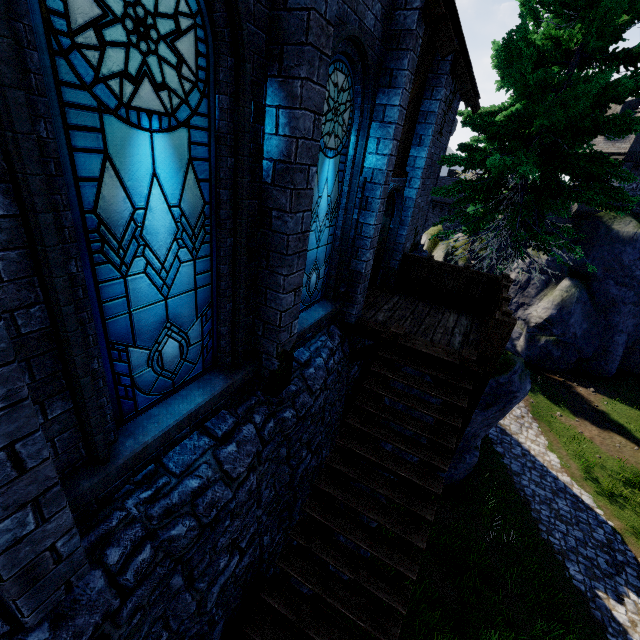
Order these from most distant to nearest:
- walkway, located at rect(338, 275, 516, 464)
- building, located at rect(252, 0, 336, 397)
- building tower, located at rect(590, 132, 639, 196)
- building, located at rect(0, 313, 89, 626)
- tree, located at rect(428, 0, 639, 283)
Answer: building tower, located at rect(590, 132, 639, 196) → tree, located at rect(428, 0, 639, 283) → walkway, located at rect(338, 275, 516, 464) → building, located at rect(252, 0, 336, 397) → building, located at rect(0, 313, 89, 626)

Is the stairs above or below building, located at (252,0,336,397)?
below

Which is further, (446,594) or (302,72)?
(446,594)

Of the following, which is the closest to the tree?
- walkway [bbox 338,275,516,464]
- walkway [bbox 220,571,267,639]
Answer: walkway [bbox 338,275,516,464]

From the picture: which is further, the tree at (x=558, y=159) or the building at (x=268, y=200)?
the tree at (x=558, y=159)

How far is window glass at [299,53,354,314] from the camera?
4.4 meters

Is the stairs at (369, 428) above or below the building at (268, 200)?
below

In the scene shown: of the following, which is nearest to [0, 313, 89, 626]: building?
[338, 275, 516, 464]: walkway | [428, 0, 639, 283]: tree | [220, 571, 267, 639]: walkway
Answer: [338, 275, 516, 464]: walkway
